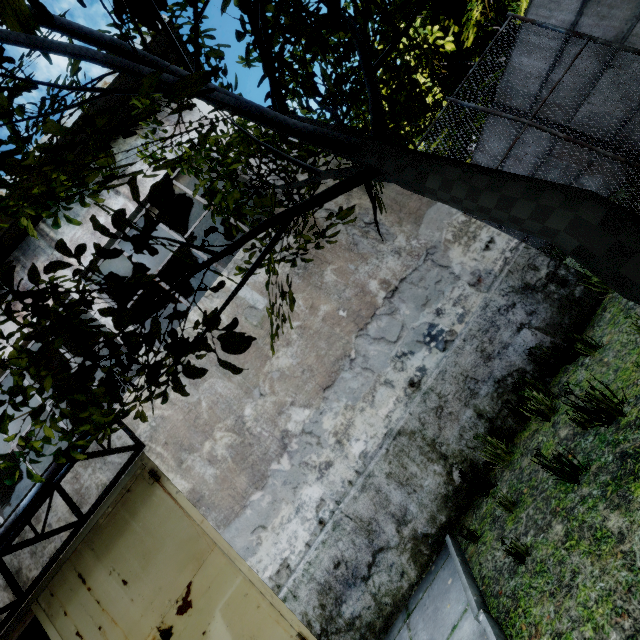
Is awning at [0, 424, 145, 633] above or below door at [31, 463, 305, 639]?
above

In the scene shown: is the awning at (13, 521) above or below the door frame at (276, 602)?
above

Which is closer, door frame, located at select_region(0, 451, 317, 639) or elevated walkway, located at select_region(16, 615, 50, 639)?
door frame, located at select_region(0, 451, 317, 639)

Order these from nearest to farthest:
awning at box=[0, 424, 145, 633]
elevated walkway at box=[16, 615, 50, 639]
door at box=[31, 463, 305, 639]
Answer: awning at box=[0, 424, 145, 633]
door at box=[31, 463, 305, 639]
elevated walkway at box=[16, 615, 50, 639]

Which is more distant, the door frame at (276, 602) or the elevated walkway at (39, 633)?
the elevated walkway at (39, 633)

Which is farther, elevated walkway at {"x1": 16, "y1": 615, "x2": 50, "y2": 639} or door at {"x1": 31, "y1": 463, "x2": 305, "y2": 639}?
elevated walkway at {"x1": 16, "y1": 615, "x2": 50, "y2": 639}

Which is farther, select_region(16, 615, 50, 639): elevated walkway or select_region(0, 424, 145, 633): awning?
select_region(16, 615, 50, 639): elevated walkway

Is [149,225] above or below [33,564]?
below
